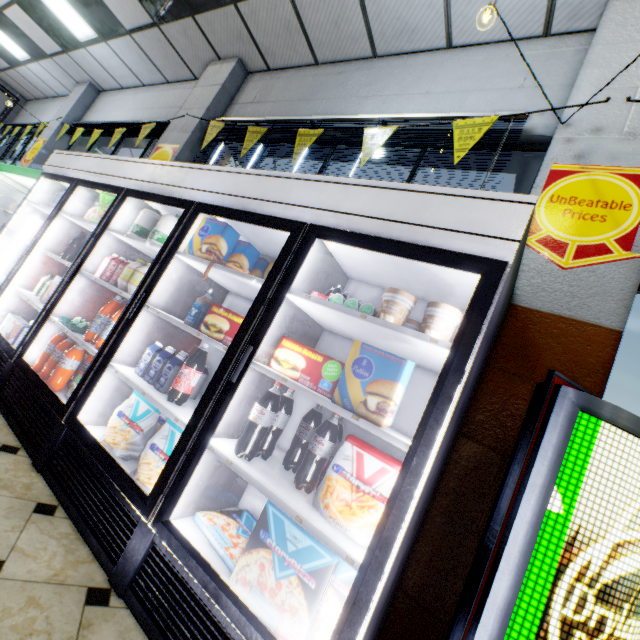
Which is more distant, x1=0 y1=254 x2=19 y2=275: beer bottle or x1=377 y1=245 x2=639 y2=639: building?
x1=0 y1=254 x2=19 y2=275: beer bottle

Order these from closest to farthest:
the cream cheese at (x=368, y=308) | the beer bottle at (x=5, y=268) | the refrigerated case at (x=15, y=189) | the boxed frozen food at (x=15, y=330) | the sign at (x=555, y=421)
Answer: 1. the sign at (x=555, y=421)
2. the cream cheese at (x=368, y=308)
3. the boxed frozen food at (x=15, y=330)
4. the beer bottle at (x=5, y=268)
5. the refrigerated case at (x=15, y=189)

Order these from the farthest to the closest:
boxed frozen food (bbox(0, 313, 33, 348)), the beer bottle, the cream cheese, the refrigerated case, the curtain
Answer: the curtain → the refrigerated case → the beer bottle → boxed frozen food (bbox(0, 313, 33, 348)) → the cream cheese

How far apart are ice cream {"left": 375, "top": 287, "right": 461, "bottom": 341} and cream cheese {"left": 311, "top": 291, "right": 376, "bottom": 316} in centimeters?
22cm

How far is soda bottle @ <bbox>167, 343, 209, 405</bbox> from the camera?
1.9 meters

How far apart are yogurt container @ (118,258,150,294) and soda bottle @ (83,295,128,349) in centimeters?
7cm

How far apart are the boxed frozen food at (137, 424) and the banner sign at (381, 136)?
2.65m

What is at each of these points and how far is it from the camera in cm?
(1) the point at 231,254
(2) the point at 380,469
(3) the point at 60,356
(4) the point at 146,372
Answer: (1) boxed frozen food, 239
(2) bagged frozen food, 143
(3) soda bottle, 250
(4) milk carton, 216
